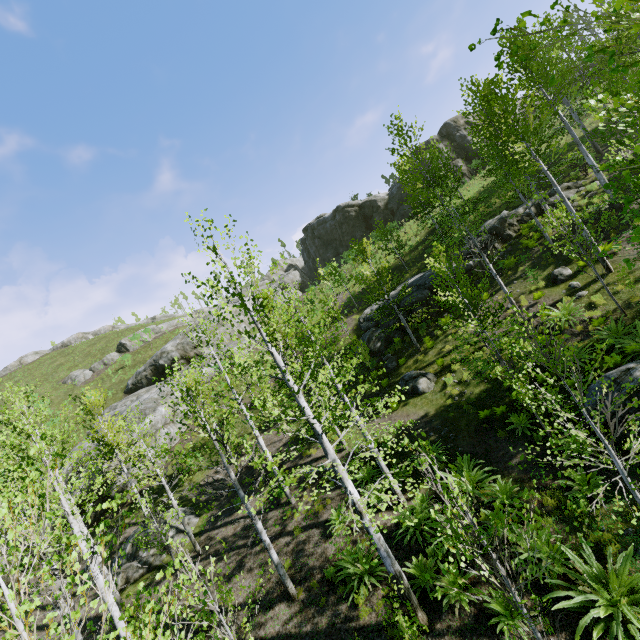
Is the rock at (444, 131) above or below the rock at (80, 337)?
below

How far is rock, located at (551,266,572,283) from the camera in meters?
14.8 m

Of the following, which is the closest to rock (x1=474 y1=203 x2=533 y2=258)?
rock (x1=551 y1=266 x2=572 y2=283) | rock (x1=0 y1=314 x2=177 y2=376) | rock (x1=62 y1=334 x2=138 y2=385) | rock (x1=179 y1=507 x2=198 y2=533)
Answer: rock (x1=551 y1=266 x2=572 y2=283)

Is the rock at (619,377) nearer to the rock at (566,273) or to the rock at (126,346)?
the rock at (566,273)

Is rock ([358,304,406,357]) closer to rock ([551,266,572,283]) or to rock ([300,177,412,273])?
rock ([551,266,572,283])

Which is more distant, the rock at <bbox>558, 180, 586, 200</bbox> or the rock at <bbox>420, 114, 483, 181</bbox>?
the rock at <bbox>420, 114, 483, 181</bbox>

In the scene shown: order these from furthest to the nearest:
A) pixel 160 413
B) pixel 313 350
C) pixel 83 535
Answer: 1. pixel 160 413
2. pixel 313 350
3. pixel 83 535

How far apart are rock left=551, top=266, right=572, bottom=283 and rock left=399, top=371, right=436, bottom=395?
6.94m
